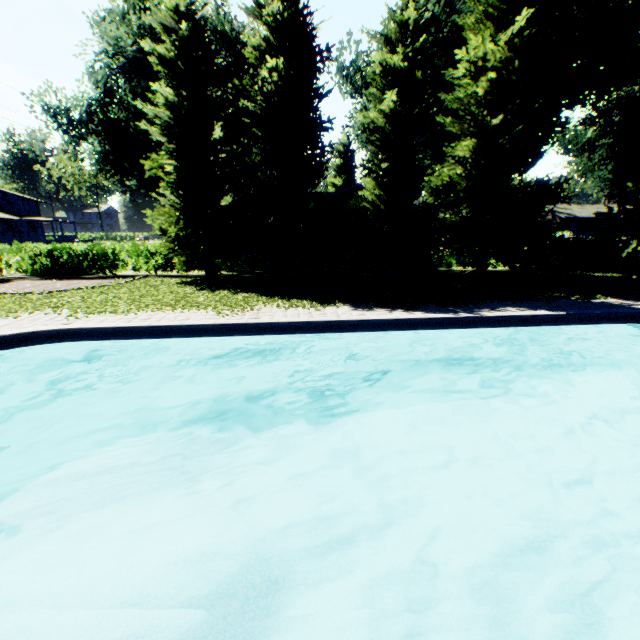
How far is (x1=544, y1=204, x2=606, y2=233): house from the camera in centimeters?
4944cm

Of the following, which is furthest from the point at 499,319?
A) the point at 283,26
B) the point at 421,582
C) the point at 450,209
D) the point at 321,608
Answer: the point at 283,26

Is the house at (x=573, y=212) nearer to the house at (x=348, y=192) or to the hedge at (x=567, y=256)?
the house at (x=348, y=192)

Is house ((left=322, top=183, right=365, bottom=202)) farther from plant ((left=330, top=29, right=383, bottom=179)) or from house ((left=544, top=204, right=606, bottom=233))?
house ((left=544, top=204, right=606, bottom=233))

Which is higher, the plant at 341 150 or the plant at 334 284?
the plant at 341 150

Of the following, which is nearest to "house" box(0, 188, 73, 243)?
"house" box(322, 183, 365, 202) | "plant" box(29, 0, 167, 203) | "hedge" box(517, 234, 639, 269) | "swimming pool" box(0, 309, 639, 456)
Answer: "plant" box(29, 0, 167, 203)

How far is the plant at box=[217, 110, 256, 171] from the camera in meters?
30.5 m
